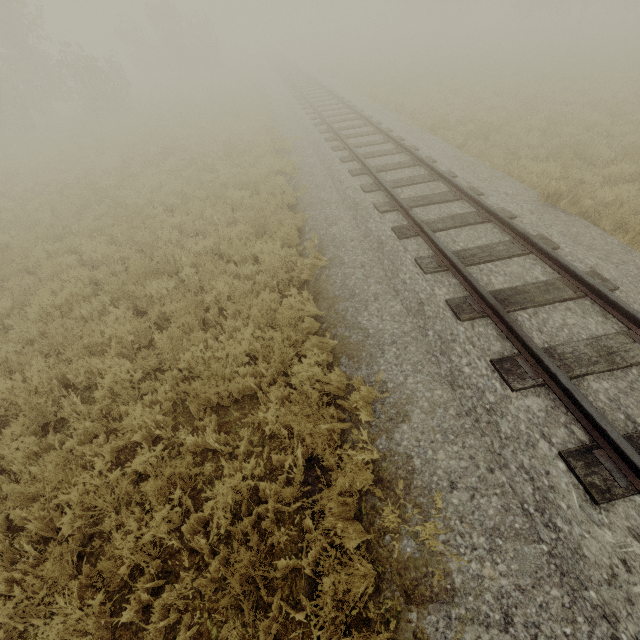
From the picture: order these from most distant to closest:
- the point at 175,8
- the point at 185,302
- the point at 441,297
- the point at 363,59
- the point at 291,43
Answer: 1. the point at 291,43
2. the point at 175,8
3. the point at 363,59
4. the point at 185,302
5. the point at 441,297

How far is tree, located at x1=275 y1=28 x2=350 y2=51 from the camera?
48.9 meters

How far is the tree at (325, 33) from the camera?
48.93m
